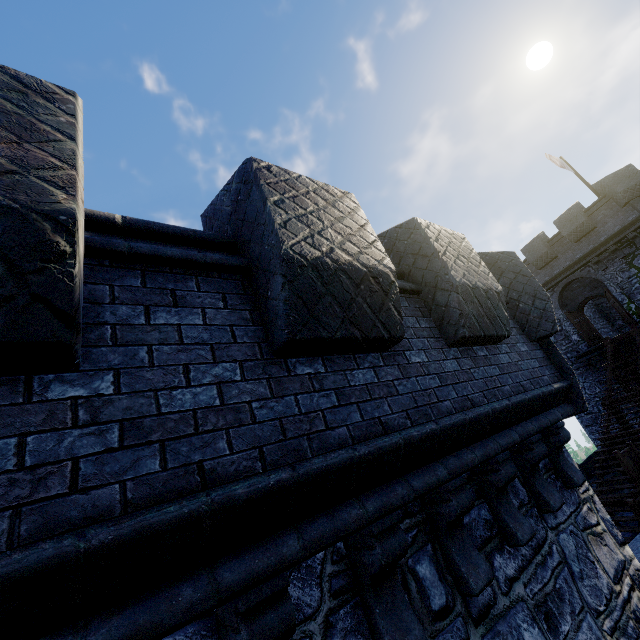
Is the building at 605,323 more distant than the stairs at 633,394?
Yes

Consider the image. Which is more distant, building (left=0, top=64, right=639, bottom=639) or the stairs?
the stairs

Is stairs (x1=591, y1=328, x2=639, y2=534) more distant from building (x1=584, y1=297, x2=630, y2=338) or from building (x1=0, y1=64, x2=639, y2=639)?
building (x1=0, y1=64, x2=639, y2=639)

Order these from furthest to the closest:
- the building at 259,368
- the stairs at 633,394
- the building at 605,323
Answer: the building at 605,323 < the stairs at 633,394 < the building at 259,368

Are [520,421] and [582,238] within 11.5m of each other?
no

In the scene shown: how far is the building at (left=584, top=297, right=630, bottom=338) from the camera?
24.42m

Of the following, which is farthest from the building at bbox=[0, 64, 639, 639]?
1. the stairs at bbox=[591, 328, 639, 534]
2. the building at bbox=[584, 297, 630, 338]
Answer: the building at bbox=[584, 297, 630, 338]
